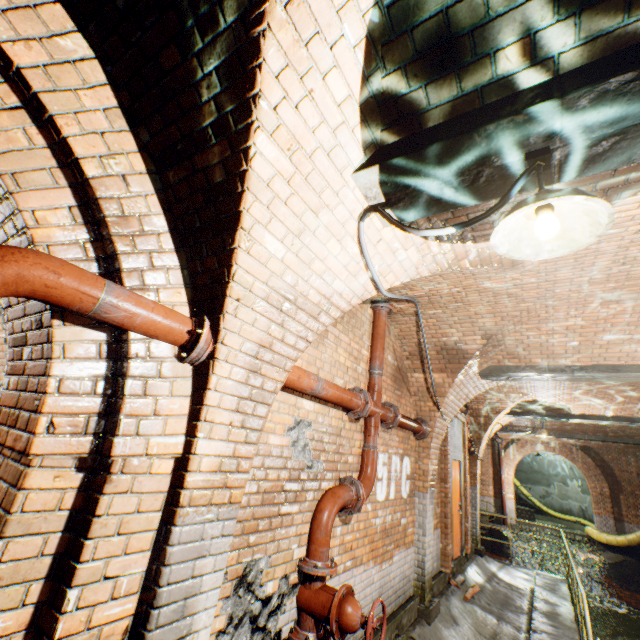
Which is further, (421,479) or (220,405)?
Result: (421,479)

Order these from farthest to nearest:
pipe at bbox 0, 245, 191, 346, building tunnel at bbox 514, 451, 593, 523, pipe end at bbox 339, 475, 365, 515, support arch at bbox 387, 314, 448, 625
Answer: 1. building tunnel at bbox 514, 451, 593, 523
2. support arch at bbox 387, 314, 448, 625
3. pipe end at bbox 339, 475, 365, 515
4. pipe at bbox 0, 245, 191, 346

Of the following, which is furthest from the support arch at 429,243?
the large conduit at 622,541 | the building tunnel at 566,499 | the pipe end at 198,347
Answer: the building tunnel at 566,499

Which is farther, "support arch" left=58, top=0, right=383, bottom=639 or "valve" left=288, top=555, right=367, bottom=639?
"valve" left=288, top=555, right=367, bottom=639

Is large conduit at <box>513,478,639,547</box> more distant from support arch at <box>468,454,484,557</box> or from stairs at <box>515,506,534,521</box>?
support arch at <box>468,454,484,557</box>

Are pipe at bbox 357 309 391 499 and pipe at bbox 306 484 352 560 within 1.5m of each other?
yes

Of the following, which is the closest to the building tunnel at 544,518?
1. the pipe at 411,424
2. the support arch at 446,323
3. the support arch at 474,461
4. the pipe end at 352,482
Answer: the support arch at 474,461

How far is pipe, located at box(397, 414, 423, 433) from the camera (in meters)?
4.96
